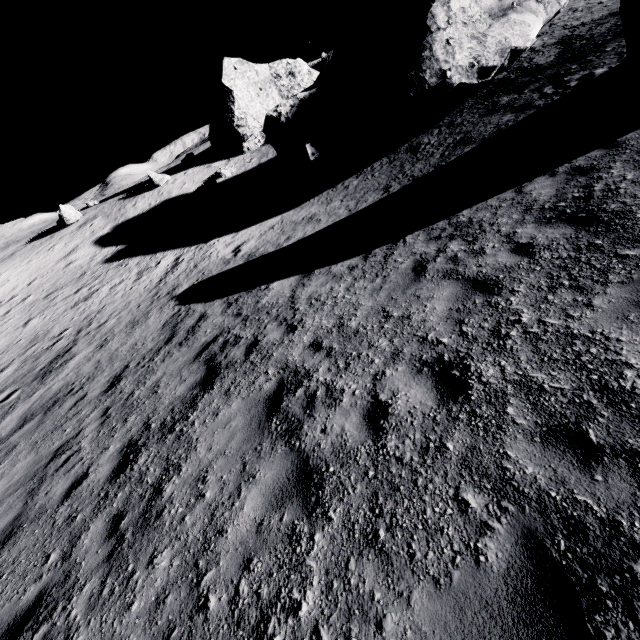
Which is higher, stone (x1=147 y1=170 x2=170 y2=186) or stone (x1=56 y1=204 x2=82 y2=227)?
stone (x1=56 y1=204 x2=82 y2=227)

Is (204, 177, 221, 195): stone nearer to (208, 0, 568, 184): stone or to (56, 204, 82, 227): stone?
(208, 0, 568, 184): stone

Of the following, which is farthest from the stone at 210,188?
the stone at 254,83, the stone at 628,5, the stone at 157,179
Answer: the stone at 628,5

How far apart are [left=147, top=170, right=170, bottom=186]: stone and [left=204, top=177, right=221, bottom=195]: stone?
7.0m

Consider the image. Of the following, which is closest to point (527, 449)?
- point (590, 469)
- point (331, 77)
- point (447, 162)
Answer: point (590, 469)

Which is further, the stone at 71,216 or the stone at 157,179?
the stone at 157,179

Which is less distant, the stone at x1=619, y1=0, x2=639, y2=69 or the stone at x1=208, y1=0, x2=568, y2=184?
the stone at x1=619, y1=0, x2=639, y2=69

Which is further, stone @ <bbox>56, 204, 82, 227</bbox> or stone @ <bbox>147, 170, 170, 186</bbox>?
stone @ <bbox>147, 170, 170, 186</bbox>
